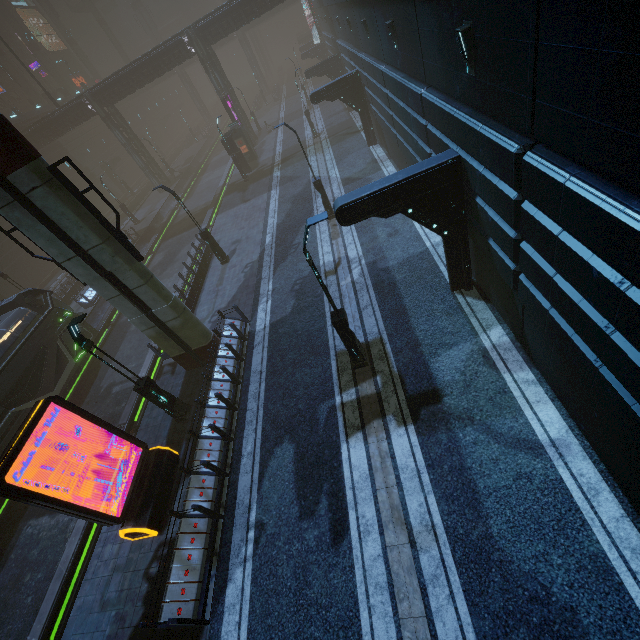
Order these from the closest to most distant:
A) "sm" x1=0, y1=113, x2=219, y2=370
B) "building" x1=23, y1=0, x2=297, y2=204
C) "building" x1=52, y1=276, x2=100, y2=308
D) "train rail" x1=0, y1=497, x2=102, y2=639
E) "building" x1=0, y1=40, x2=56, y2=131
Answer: "sm" x1=0, y1=113, x2=219, y2=370, "train rail" x1=0, y1=497, x2=102, y2=639, "building" x1=52, y1=276, x2=100, y2=308, "building" x1=23, y1=0, x2=297, y2=204, "building" x1=0, y1=40, x2=56, y2=131

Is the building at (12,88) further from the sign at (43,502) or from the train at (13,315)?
the sign at (43,502)

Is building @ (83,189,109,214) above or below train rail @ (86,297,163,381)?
above

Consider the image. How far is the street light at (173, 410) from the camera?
9.5m

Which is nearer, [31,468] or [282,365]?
[282,365]

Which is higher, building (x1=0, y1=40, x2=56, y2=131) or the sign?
building (x1=0, y1=40, x2=56, y2=131)

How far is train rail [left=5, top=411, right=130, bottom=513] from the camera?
13.17m

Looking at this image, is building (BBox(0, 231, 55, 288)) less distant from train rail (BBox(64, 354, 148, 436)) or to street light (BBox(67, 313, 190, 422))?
train rail (BBox(64, 354, 148, 436))
